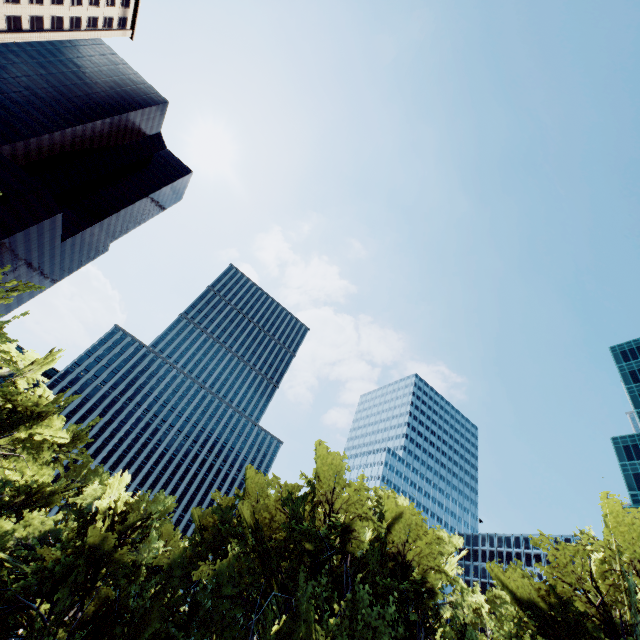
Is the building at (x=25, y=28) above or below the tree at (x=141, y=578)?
above

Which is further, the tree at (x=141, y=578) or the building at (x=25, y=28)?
the building at (x=25, y=28)

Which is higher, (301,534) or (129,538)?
(301,534)

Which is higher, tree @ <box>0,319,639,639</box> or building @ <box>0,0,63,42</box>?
building @ <box>0,0,63,42</box>

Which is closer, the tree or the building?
the tree
